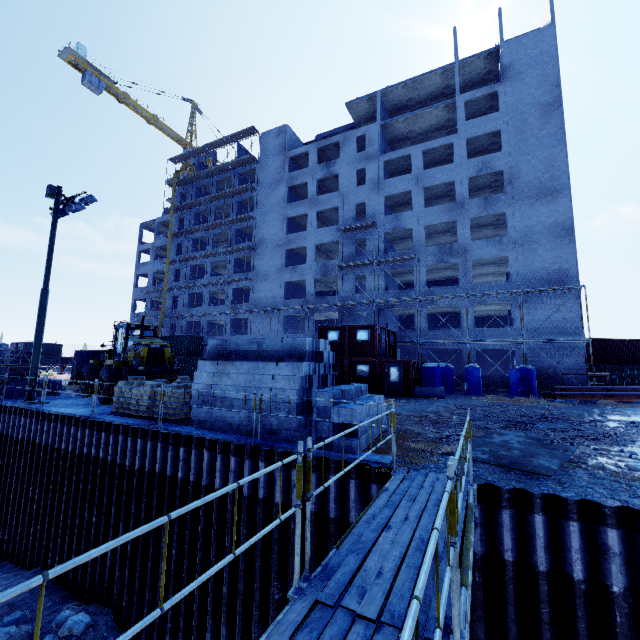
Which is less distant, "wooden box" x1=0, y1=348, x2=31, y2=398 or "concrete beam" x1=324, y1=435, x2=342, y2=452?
"concrete beam" x1=324, y1=435, x2=342, y2=452

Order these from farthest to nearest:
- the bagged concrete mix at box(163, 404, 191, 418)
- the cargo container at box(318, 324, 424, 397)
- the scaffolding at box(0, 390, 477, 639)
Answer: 1. the cargo container at box(318, 324, 424, 397)
2. the bagged concrete mix at box(163, 404, 191, 418)
3. the scaffolding at box(0, 390, 477, 639)

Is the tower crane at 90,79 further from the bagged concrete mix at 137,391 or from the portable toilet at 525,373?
the portable toilet at 525,373

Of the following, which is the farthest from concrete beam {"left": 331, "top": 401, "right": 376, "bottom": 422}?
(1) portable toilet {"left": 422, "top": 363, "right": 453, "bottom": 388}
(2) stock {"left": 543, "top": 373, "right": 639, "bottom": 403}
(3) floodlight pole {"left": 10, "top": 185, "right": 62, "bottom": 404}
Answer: (2) stock {"left": 543, "top": 373, "right": 639, "bottom": 403}

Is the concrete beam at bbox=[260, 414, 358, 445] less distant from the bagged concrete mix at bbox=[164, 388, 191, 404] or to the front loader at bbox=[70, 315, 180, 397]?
the bagged concrete mix at bbox=[164, 388, 191, 404]

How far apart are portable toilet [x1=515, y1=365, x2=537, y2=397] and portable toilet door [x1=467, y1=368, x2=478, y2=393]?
2.5m

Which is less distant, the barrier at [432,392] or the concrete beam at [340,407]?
the concrete beam at [340,407]

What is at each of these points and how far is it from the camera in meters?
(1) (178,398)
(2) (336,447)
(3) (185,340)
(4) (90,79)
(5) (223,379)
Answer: (1) bagged concrete mix, 11.6
(2) concrete beam, 8.0
(3) cargo container, 36.6
(4) tower crane, 50.2
(5) concrete beam, 10.2
